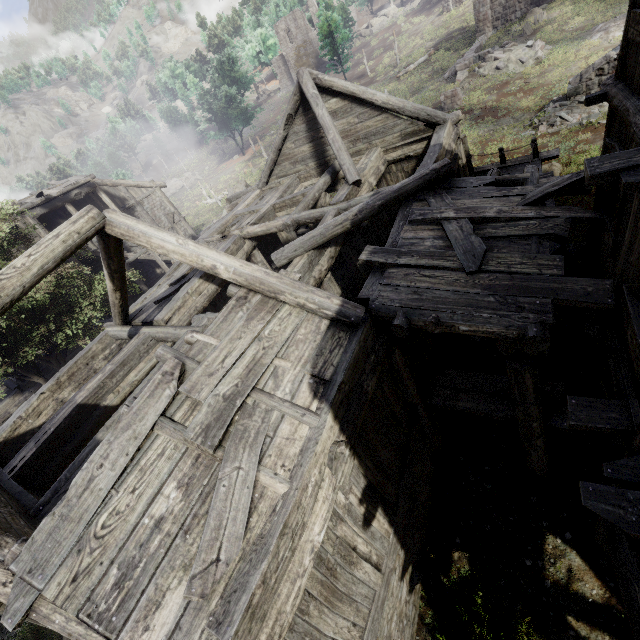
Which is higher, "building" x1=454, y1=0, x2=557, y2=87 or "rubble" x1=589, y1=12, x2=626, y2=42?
"building" x1=454, y1=0, x2=557, y2=87

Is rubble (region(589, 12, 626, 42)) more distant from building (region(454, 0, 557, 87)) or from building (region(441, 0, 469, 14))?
building (region(441, 0, 469, 14))

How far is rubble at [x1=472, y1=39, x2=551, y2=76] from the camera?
22.23m

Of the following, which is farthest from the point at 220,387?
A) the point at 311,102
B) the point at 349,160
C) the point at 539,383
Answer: the point at 311,102

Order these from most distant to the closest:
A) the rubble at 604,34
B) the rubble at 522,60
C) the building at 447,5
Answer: the building at 447,5
the rubble at 522,60
the rubble at 604,34

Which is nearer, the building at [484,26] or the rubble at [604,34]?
the rubble at [604,34]

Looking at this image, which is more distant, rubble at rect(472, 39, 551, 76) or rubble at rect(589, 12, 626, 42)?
rubble at rect(472, 39, 551, 76)

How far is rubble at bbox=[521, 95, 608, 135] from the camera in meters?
15.9
